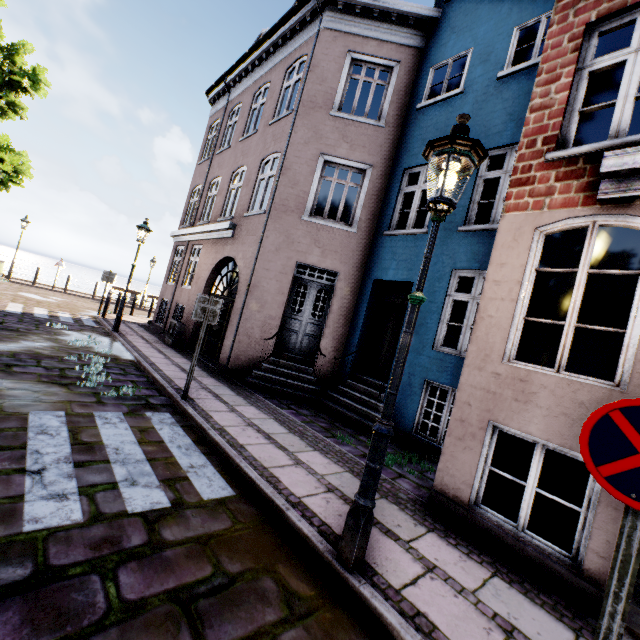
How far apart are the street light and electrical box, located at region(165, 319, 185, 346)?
9.9m

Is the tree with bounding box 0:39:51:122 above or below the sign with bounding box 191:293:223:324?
above

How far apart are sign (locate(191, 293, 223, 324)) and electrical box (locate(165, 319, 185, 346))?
5.95m

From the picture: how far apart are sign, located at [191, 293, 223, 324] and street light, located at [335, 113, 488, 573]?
4.0 meters

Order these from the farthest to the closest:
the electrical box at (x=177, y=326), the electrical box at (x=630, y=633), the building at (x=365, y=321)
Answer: the electrical box at (x=177, y=326) < the building at (x=365, y=321) < the electrical box at (x=630, y=633)

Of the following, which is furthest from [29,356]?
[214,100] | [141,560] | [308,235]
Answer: [214,100]

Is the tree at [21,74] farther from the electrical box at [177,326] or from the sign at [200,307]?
the electrical box at [177,326]

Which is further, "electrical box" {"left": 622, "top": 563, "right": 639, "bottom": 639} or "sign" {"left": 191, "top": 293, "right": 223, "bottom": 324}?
"sign" {"left": 191, "top": 293, "right": 223, "bottom": 324}
